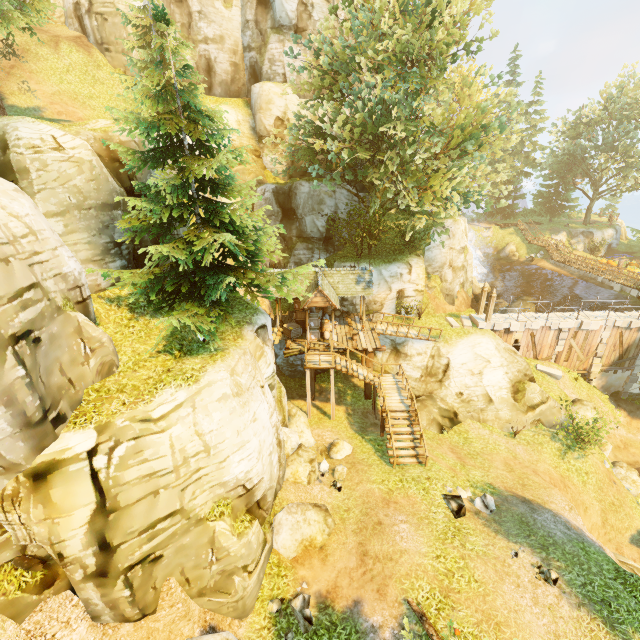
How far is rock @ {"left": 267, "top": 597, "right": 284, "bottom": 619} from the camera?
10.4m

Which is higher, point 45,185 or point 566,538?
point 45,185

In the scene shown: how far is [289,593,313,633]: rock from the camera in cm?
1003

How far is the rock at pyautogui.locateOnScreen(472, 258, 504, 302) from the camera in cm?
3291

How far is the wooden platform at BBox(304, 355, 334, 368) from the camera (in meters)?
19.13

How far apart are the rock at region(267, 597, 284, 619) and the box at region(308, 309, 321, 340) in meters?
13.8 m

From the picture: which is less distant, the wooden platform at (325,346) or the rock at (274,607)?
the rock at (274,607)

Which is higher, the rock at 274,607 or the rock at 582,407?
the rock at 274,607
